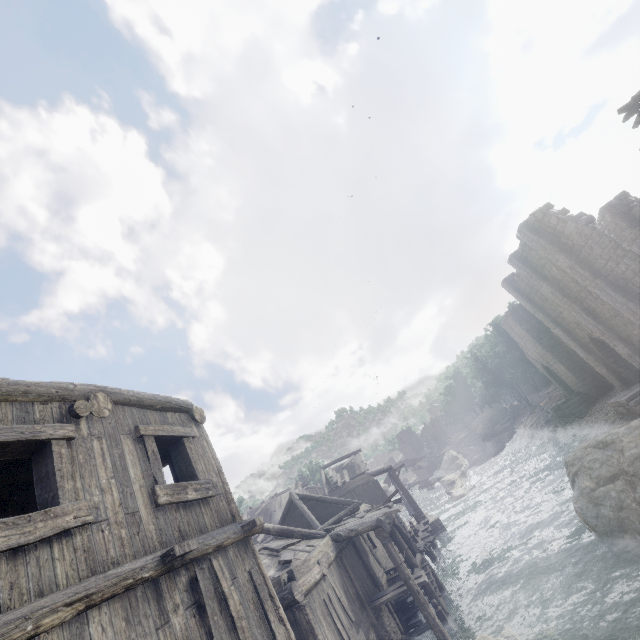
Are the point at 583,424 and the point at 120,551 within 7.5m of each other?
no

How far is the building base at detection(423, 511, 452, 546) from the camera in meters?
25.2

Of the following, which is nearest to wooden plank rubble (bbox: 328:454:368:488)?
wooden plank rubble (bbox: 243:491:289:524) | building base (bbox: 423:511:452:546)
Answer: wooden plank rubble (bbox: 243:491:289:524)

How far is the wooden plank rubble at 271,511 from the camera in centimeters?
3267cm

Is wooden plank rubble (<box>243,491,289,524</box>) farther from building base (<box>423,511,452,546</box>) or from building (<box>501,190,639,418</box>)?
building base (<box>423,511,452,546</box>)

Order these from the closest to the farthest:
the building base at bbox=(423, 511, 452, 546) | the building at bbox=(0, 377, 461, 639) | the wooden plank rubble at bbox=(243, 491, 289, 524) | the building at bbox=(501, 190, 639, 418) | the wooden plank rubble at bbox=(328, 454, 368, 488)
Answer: the building at bbox=(0, 377, 461, 639) → the building at bbox=(501, 190, 639, 418) → the building base at bbox=(423, 511, 452, 546) → the wooden plank rubble at bbox=(328, 454, 368, 488) → the wooden plank rubble at bbox=(243, 491, 289, 524)

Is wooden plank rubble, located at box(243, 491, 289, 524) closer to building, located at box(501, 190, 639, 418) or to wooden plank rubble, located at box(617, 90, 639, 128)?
building, located at box(501, 190, 639, 418)

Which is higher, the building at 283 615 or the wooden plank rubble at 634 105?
the wooden plank rubble at 634 105
